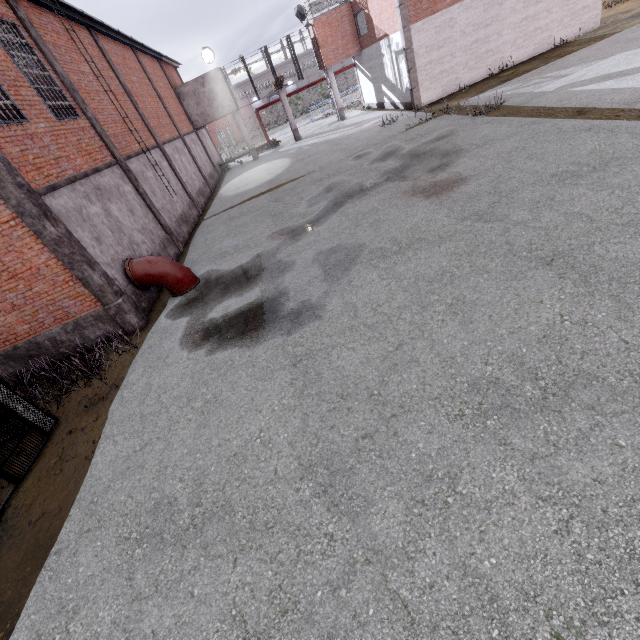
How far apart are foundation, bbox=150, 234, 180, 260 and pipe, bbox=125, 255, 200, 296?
0.1m

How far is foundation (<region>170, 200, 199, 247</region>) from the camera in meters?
14.9

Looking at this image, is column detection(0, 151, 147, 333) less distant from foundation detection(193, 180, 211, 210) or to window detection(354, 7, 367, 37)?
foundation detection(193, 180, 211, 210)

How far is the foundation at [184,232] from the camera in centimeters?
1490cm

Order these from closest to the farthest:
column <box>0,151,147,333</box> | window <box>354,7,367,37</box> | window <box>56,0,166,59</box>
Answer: column <box>0,151,147,333</box>, window <box>56,0,166,59</box>, window <box>354,7,367,37</box>

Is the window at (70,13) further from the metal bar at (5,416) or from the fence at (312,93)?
the metal bar at (5,416)

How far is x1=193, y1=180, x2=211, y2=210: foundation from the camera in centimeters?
1991cm

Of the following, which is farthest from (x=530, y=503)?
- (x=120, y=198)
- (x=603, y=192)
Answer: (x=120, y=198)
